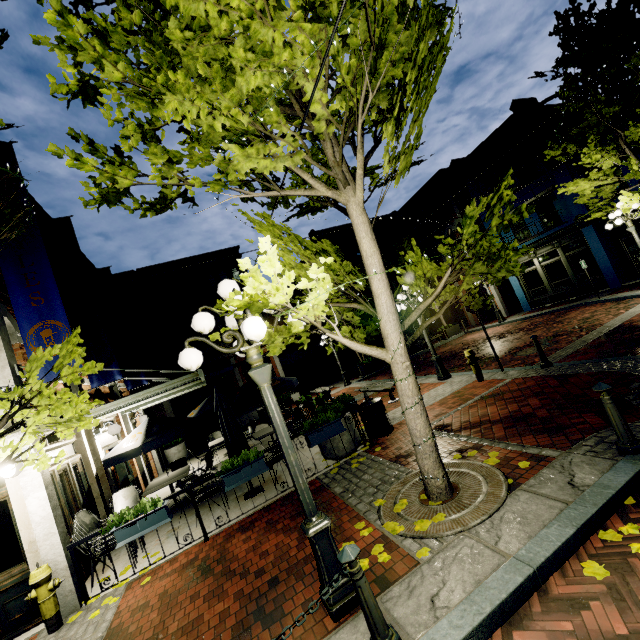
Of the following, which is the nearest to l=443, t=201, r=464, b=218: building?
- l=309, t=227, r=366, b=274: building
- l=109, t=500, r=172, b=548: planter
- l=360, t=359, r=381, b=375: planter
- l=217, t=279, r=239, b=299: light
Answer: l=309, t=227, r=366, b=274: building

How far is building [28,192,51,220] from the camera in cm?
923

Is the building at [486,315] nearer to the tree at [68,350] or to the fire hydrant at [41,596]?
the tree at [68,350]

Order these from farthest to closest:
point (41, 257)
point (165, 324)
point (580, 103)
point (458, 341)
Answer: point (165, 324) < point (458, 341) < point (580, 103) < point (41, 257)

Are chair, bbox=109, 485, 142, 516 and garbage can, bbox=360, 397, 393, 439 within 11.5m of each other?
yes

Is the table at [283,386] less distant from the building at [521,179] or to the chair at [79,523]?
the chair at [79,523]

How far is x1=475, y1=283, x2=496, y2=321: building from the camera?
24.4 meters

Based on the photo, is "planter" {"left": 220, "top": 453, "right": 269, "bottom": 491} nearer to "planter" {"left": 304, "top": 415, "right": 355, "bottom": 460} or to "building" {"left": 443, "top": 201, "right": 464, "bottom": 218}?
"planter" {"left": 304, "top": 415, "right": 355, "bottom": 460}
